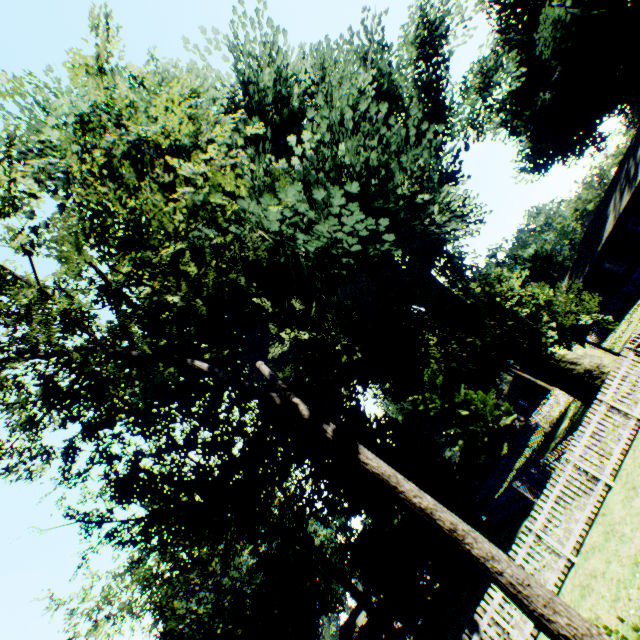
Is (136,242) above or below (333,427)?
above

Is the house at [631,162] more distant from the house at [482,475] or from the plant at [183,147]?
the house at [482,475]

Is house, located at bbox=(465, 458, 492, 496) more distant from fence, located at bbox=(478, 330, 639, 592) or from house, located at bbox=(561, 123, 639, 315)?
house, located at bbox=(561, 123, 639, 315)

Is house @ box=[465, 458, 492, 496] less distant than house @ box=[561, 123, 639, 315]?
No

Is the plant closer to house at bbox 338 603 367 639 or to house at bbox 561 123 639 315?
house at bbox 561 123 639 315

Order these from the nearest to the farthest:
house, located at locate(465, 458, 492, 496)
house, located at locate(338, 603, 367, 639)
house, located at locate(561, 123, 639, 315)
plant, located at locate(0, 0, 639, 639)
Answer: plant, located at locate(0, 0, 639, 639) < house, located at locate(561, 123, 639, 315) < house, located at locate(338, 603, 367, 639) < house, located at locate(465, 458, 492, 496)

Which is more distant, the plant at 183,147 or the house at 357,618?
the house at 357,618

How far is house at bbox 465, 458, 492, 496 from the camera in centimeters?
5281cm
